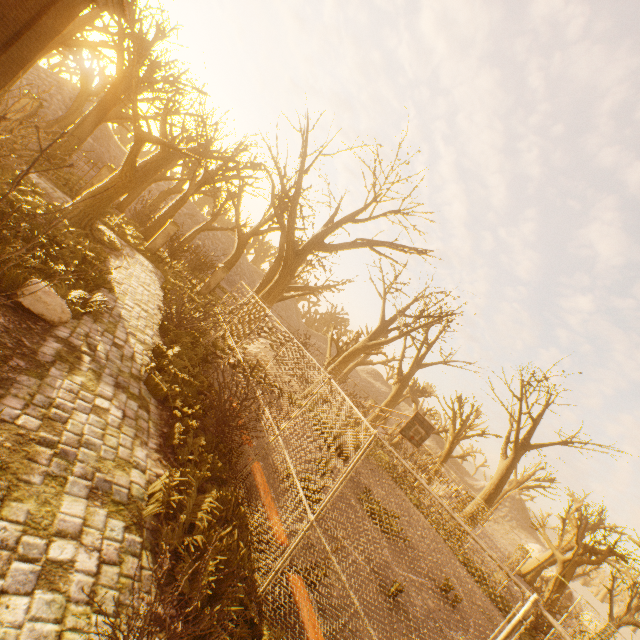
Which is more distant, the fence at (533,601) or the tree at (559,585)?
the tree at (559,585)

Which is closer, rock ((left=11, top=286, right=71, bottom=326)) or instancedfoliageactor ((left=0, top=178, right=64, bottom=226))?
rock ((left=11, top=286, right=71, bottom=326))

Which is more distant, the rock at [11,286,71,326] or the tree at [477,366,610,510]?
the tree at [477,366,610,510]

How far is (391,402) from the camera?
22.70m

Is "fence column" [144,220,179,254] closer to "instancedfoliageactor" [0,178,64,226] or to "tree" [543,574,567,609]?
"tree" [543,574,567,609]

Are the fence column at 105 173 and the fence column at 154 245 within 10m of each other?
yes

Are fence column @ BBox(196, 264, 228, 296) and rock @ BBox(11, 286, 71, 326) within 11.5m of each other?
no

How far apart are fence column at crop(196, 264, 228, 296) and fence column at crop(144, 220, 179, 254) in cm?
330
